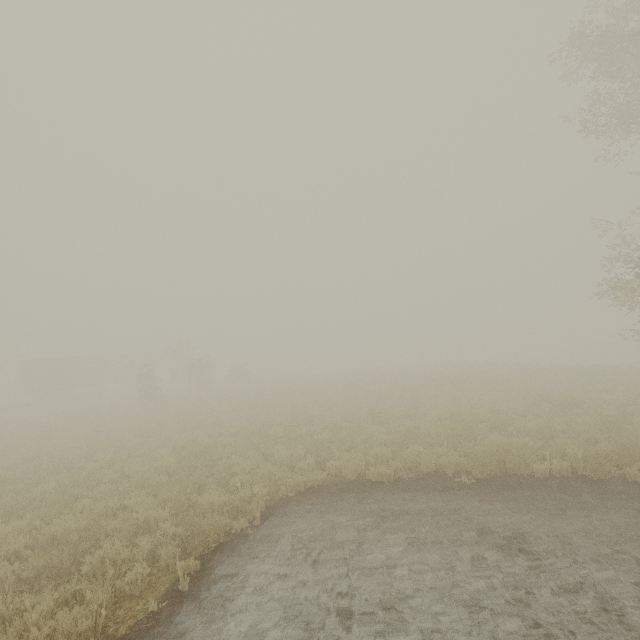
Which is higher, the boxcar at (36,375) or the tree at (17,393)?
the boxcar at (36,375)

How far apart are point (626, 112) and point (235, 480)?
22.3m

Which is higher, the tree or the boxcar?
the boxcar

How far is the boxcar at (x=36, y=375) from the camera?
34.9m

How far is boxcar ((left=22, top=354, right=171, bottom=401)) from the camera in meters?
34.9 m

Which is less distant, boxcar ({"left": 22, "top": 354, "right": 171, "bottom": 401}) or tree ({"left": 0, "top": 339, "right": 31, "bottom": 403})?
boxcar ({"left": 22, "top": 354, "right": 171, "bottom": 401})
